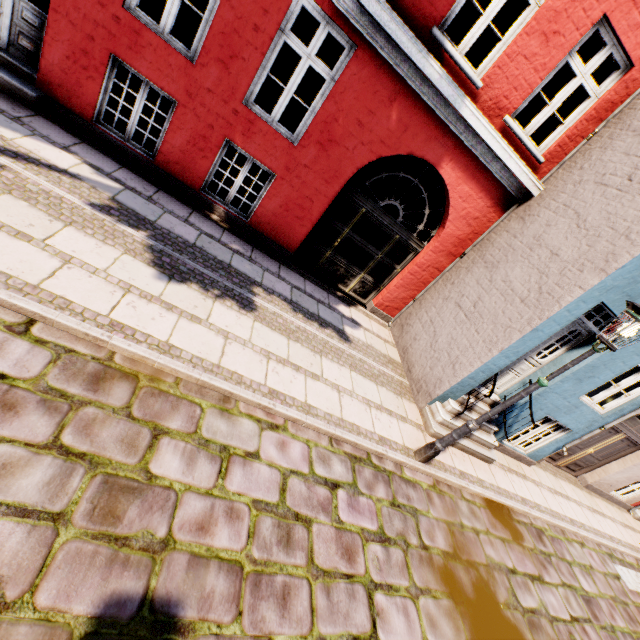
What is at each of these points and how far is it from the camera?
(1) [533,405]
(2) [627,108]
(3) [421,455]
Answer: (1) building, 6.5 meters
(2) building, 5.7 meters
(3) street light, 5.2 meters

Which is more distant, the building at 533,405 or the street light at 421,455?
the building at 533,405

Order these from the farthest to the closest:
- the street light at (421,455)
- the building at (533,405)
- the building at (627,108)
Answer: the building at (533,405) → the building at (627,108) → the street light at (421,455)

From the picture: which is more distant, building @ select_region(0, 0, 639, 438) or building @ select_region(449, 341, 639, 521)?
building @ select_region(449, 341, 639, 521)

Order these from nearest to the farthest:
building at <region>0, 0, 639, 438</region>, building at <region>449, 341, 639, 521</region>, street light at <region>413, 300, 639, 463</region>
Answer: street light at <region>413, 300, 639, 463</region> < building at <region>0, 0, 639, 438</region> < building at <region>449, 341, 639, 521</region>

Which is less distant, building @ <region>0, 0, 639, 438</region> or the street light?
the street light
